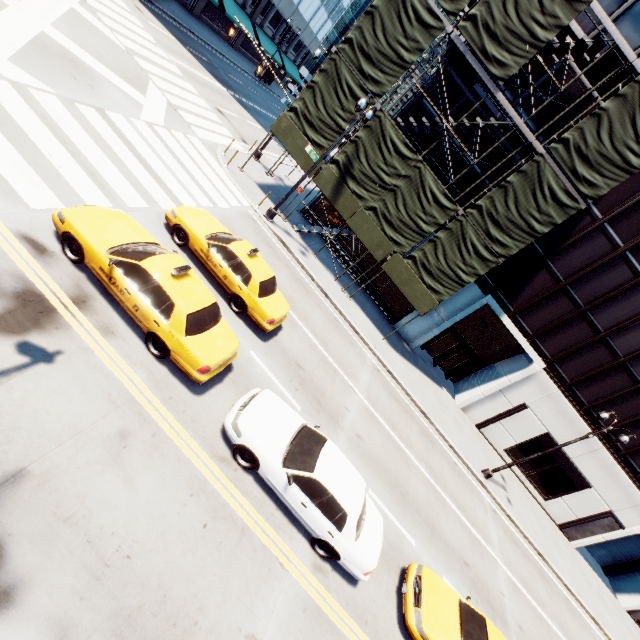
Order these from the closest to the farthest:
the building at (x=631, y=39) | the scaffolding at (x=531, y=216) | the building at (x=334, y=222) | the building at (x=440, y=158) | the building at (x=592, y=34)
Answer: the scaffolding at (x=531, y=216), the building at (x=631, y=39), the building at (x=592, y=34), the building at (x=440, y=158), the building at (x=334, y=222)

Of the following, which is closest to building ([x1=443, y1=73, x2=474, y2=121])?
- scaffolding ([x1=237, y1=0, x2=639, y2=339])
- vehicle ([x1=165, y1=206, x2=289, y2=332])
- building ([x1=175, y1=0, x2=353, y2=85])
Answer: scaffolding ([x1=237, y1=0, x2=639, y2=339])

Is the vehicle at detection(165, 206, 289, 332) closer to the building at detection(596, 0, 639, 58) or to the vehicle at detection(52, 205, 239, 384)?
the vehicle at detection(52, 205, 239, 384)

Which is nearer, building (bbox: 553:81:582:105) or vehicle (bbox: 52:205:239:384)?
vehicle (bbox: 52:205:239:384)

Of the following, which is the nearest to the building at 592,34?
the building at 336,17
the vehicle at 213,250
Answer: the vehicle at 213,250

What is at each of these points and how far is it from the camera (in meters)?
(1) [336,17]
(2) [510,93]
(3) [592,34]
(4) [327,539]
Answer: (1) building, 50.34
(2) building, 17.11
(3) building, 15.39
(4) vehicle, 7.51

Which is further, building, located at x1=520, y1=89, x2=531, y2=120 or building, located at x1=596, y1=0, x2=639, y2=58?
building, located at x1=520, y1=89, x2=531, y2=120
